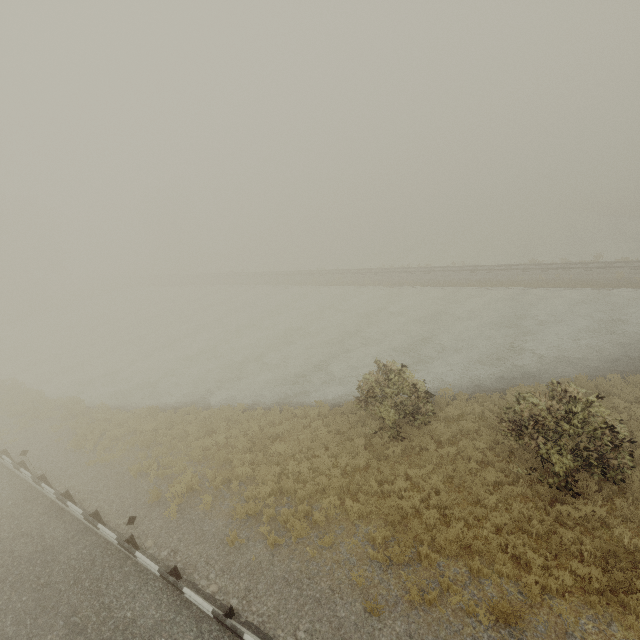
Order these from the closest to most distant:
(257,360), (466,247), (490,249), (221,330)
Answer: (257,360) < (221,330) < (490,249) < (466,247)
